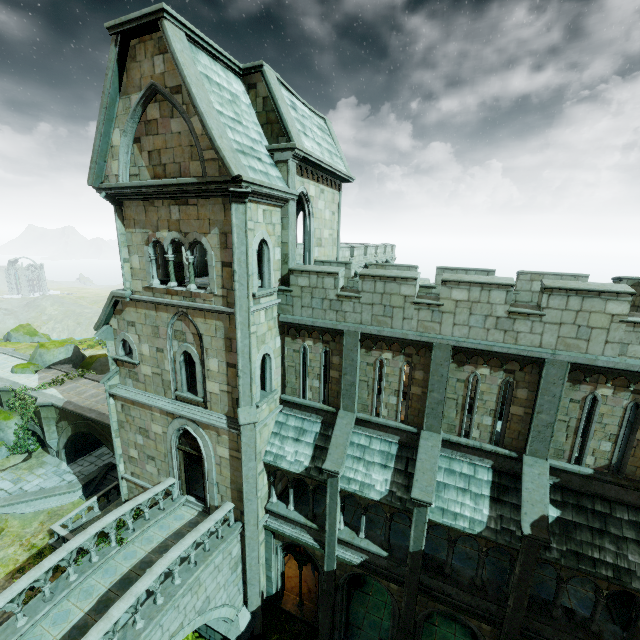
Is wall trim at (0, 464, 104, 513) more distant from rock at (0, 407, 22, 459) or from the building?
rock at (0, 407, 22, 459)

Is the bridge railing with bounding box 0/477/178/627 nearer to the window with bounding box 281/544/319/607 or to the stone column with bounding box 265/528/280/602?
the stone column with bounding box 265/528/280/602

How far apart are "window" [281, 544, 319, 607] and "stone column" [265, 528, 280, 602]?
0.0m

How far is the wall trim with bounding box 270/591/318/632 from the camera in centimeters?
1463cm

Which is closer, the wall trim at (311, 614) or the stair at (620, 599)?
the stair at (620, 599)

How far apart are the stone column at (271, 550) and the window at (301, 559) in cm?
5

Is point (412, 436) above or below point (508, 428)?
below

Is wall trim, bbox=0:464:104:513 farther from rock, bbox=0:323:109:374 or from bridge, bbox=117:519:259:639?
rock, bbox=0:323:109:374
